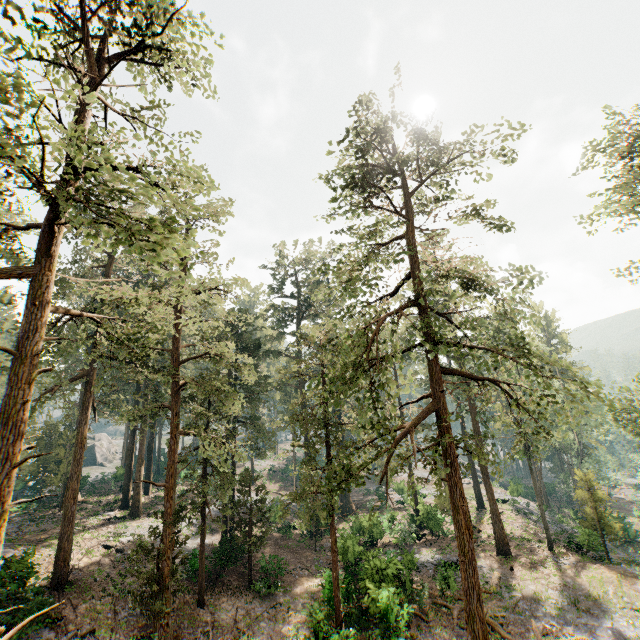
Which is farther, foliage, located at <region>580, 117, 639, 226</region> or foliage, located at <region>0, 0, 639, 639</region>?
foliage, located at <region>580, 117, 639, 226</region>

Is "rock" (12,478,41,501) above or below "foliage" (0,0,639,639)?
below

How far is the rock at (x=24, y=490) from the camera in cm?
3956

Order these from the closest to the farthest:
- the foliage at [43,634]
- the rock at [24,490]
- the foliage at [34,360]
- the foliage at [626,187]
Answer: the foliage at [34,360] < the foliage at [43,634] < the foliage at [626,187] < the rock at [24,490]

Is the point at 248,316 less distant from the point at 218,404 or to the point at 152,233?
the point at 218,404

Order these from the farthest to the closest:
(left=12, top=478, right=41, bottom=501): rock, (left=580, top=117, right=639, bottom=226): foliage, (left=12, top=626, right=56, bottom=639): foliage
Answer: (left=12, top=478, right=41, bottom=501): rock → (left=580, top=117, right=639, bottom=226): foliage → (left=12, top=626, right=56, bottom=639): foliage

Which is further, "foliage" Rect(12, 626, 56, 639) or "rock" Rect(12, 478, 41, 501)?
"rock" Rect(12, 478, 41, 501)
